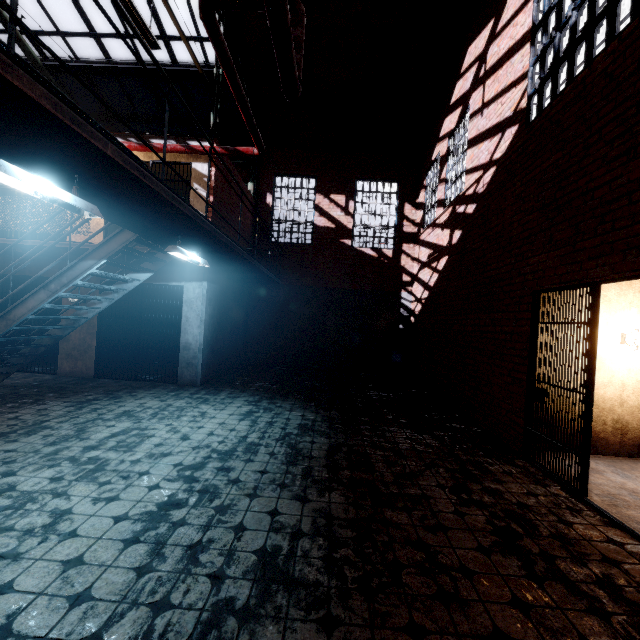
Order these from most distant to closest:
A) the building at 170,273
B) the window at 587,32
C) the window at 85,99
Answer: the window at 85,99, the building at 170,273, the window at 587,32

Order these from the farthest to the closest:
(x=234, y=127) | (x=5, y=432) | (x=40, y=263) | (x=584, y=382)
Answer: (x=234, y=127)
(x=40, y=263)
(x=5, y=432)
(x=584, y=382)

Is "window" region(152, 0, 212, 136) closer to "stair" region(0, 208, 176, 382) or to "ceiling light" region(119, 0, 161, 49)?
"ceiling light" region(119, 0, 161, 49)

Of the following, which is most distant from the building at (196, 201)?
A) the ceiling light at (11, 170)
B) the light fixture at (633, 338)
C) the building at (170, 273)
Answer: the light fixture at (633, 338)

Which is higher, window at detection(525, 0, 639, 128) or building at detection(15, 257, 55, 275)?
window at detection(525, 0, 639, 128)

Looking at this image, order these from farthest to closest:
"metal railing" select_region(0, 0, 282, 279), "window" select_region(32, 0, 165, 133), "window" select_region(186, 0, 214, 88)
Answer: "window" select_region(32, 0, 165, 133)
"window" select_region(186, 0, 214, 88)
"metal railing" select_region(0, 0, 282, 279)

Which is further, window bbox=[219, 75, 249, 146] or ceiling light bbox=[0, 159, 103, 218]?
window bbox=[219, 75, 249, 146]

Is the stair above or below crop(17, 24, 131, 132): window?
below
